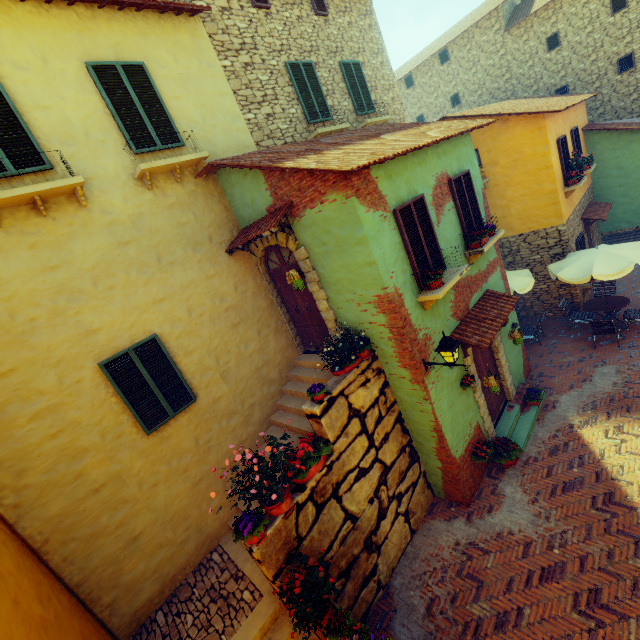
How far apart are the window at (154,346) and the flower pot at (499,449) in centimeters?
715cm

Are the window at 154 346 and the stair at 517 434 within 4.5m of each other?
no

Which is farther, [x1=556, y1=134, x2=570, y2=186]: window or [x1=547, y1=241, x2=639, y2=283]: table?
[x1=556, y1=134, x2=570, y2=186]: window

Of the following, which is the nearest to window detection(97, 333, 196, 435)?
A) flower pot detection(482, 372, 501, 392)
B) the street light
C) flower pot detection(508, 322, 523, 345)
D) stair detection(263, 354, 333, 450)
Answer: stair detection(263, 354, 333, 450)

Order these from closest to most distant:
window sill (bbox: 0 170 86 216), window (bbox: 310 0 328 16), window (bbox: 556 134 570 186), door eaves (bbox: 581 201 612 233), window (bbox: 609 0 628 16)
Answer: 1. window sill (bbox: 0 170 86 216)
2. window (bbox: 310 0 328 16)
3. window (bbox: 556 134 570 186)
4. door eaves (bbox: 581 201 612 233)
5. window (bbox: 609 0 628 16)

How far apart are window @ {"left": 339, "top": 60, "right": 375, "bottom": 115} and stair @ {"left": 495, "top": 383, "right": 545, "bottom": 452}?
10.2 meters

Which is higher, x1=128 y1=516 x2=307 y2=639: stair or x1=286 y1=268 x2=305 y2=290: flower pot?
x1=286 y1=268 x2=305 y2=290: flower pot

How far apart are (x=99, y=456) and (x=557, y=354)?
13.06m
